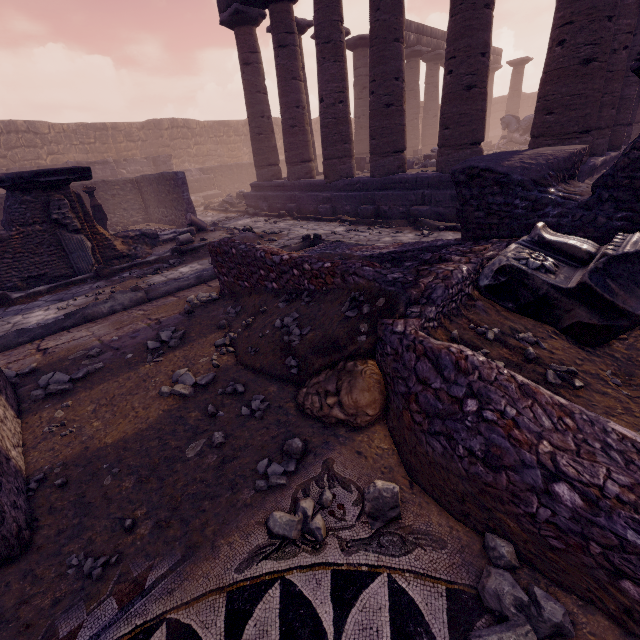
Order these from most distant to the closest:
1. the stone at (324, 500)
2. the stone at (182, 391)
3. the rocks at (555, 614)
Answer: the stone at (182, 391)
the stone at (324, 500)
the rocks at (555, 614)

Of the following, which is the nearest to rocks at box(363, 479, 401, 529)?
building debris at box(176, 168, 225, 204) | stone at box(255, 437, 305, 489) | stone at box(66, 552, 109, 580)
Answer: stone at box(255, 437, 305, 489)

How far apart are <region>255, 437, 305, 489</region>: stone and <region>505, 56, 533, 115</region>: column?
31.4 meters

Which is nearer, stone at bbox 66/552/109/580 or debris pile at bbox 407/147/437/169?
stone at bbox 66/552/109/580

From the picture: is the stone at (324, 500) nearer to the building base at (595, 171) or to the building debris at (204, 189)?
the building base at (595, 171)

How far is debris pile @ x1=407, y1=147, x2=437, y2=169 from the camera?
12.0 meters

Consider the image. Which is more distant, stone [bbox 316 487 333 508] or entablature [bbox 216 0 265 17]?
entablature [bbox 216 0 265 17]

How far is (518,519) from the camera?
1.4 meters
